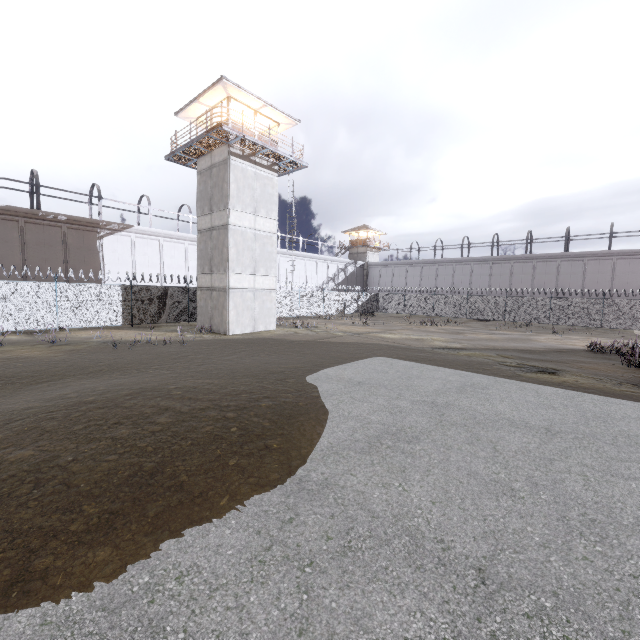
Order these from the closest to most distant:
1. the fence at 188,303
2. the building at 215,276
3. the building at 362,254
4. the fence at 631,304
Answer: the fence at 188,303 → the building at 215,276 → the fence at 631,304 → the building at 362,254

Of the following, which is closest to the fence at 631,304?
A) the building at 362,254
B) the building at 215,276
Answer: the building at 215,276

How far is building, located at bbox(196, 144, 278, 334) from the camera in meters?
20.4 m

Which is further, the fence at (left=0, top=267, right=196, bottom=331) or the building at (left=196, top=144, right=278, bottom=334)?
the building at (left=196, top=144, right=278, bottom=334)

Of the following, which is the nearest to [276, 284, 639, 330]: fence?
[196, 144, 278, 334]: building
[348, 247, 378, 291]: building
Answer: [196, 144, 278, 334]: building

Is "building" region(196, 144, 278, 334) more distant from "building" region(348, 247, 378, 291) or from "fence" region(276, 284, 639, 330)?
"building" region(348, 247, 378, 291)

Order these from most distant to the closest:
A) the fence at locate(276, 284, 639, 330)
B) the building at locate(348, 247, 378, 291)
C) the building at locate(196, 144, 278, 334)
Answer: the building at locate(348, 247, 378, 291) → the fence at locate(276, 284, 639, 330) → the building at locate(196, 144, 278, 334)

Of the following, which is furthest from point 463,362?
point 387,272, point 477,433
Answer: point 387,272
